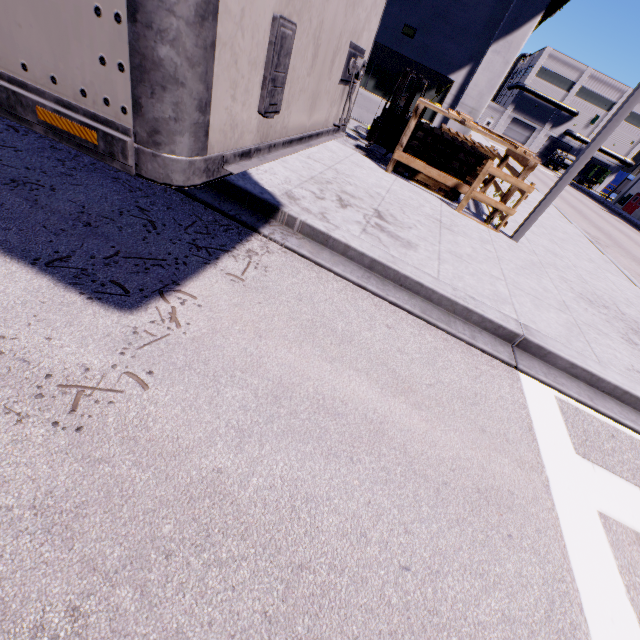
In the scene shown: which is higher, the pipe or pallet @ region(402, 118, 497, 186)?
the pipe

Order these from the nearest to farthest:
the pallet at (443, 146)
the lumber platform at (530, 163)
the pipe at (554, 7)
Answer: the lumber platform at (530, 163) → the pallet at (443, 146) → the pipe at (554, 7)

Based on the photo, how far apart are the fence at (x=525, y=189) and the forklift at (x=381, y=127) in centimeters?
242cm

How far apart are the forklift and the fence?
2.4m

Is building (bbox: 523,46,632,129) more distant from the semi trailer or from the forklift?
the forklift

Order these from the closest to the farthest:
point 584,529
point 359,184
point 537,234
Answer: point 584,529, point 359,184, point 537,234

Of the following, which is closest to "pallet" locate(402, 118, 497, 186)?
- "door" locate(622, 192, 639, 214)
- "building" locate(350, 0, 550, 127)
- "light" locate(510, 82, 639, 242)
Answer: "light" locate(510, 82, 639, 242)

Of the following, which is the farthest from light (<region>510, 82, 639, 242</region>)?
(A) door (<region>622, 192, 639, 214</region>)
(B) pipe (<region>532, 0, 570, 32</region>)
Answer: (A) door (<region>622, 192, 639, 214</region>)
